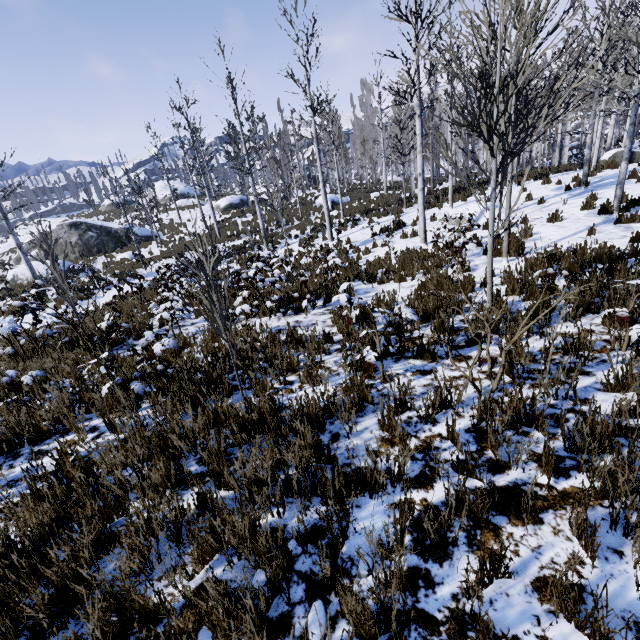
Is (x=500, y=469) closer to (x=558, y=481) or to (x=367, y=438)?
(x=558, y=481)

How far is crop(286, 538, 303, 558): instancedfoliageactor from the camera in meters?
2.1 m

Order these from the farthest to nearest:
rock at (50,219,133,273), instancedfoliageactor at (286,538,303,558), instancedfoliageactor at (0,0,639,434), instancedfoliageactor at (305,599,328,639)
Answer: rock at (50,219,133,273) < instancedfoliageactor at (0,0,639,434) < instancedfoliageactor at (286,538,303,558) < instancedfoliageactor at (305,599,328,639)

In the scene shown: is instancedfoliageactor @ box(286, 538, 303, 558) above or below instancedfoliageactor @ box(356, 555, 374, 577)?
below

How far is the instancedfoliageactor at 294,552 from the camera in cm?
206

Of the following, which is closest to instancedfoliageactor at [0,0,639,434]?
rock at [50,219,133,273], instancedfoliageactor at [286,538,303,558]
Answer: instancedfoliageactor at [286,538,303,558]

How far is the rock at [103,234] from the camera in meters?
25.1
